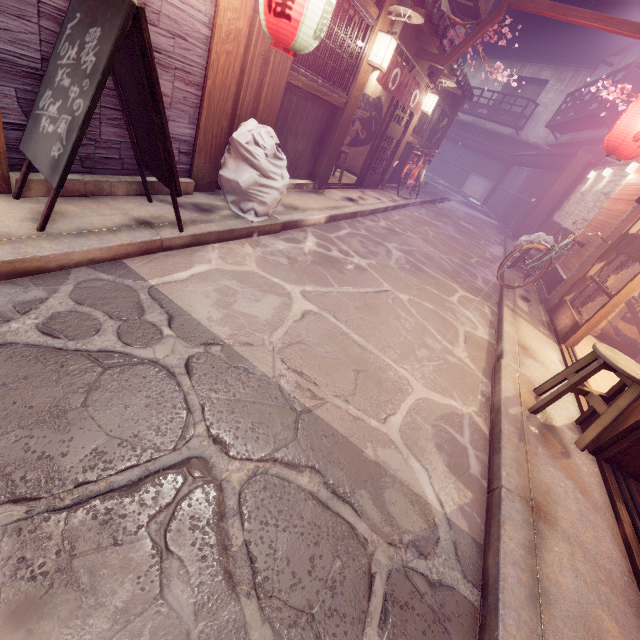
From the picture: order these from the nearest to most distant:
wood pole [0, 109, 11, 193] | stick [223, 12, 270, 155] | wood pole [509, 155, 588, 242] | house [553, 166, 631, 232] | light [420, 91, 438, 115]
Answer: wood pole [0, 109, 11, 193]
stick [223, 12, 270, 155]
house [553, 166, 631, 232]
light [420, 91, 438, 115]
wood pole [509, 155, 588, 242]

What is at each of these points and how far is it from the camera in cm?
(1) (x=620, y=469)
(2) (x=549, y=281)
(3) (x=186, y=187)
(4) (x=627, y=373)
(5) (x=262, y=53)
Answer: (1) door frame, 477
(2) wood partition, 1257
(3) foundation, 678
(4) chair, 442
(5) stick, 662

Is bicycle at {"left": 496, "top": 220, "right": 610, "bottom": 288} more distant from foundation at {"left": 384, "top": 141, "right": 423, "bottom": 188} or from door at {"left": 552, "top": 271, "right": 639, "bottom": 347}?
foundation at {"left": 384, "top": 141, "right": 423, "bottom": 188}

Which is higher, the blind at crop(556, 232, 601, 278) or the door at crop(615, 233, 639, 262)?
the door at crop(615, 233, 639, 262)

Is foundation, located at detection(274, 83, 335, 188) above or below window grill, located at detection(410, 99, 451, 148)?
below

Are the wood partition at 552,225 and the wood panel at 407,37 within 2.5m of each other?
no

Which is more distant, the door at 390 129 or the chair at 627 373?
the door at 390 129

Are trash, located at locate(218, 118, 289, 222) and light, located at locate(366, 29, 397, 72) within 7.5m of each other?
yes
